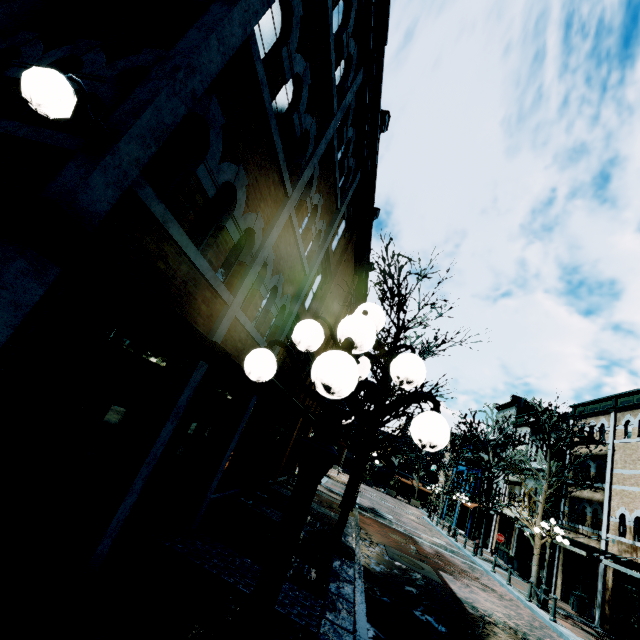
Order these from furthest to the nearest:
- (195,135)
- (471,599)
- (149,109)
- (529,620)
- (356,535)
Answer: (356,535) < (529,620) < (471,599) < (195,135) < (149,109)

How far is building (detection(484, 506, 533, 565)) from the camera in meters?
23.3

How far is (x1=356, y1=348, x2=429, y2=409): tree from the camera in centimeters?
972cm

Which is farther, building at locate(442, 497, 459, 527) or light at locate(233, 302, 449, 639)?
building at locate(442, 497, 459, 527)

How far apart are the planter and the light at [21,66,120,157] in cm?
3050

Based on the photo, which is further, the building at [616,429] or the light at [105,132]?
the building at [616,429]

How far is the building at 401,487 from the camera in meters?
54.5 m
